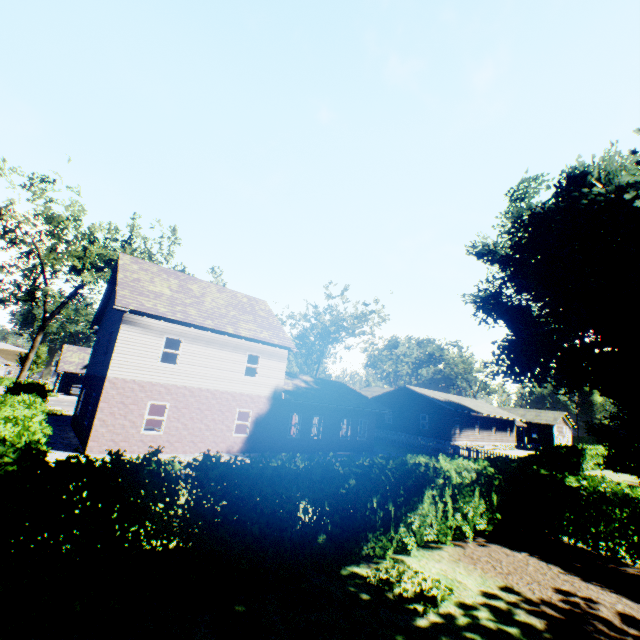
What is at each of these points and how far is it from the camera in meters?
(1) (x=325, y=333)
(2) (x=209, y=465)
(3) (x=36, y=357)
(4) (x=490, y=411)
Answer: (1) tree, 39.1
(2) hedge, 6.0
(3) tree, 58.8
(4) house, 42.6

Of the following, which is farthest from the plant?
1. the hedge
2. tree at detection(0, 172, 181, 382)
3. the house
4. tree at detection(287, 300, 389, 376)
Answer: tree at detection(287, 300, 389, 376)

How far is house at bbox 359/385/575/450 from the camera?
35.9 meters

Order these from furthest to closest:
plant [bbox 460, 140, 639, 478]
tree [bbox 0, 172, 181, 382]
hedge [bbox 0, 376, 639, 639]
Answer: tree [bbox 0, 172, 181, 382] < plant [bbox 460, 140, 639, 478] < hedge [bbox 0, 376, 639, 639]

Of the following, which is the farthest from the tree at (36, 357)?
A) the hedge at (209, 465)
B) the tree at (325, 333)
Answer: the tree at (325, 333)

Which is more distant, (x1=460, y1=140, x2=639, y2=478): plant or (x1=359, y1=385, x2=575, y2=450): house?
(x1=359, y1=385, x2=575, y2=450): house

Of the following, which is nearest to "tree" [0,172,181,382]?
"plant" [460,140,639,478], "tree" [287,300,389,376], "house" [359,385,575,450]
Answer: "plant" [460,140,639,478]

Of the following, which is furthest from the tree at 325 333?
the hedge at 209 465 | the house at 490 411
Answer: the hedge at 209 465
